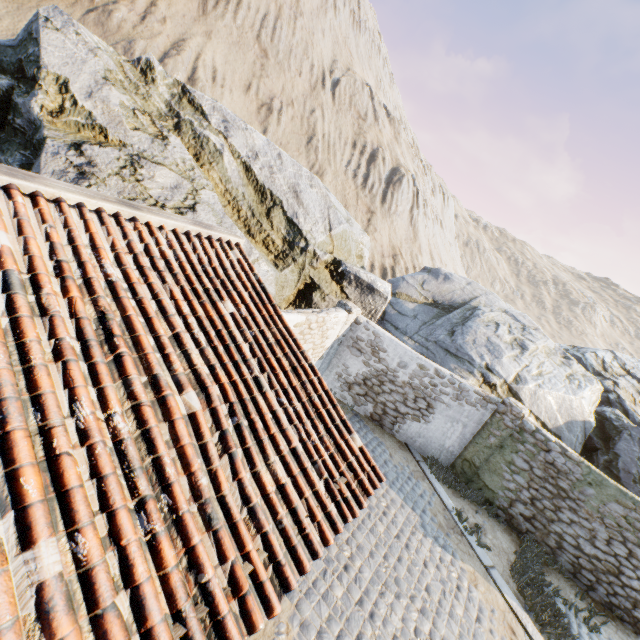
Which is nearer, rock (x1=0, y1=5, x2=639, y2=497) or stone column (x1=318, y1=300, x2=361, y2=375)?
rock (x1=0, y1=5, x2=639, y2=497)

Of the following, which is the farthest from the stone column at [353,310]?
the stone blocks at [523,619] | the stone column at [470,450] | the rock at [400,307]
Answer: the stone column at [470,450]

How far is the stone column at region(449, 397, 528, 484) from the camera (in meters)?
9.62

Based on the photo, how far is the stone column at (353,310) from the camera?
10.8 meters

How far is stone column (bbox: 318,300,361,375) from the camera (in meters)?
10.77

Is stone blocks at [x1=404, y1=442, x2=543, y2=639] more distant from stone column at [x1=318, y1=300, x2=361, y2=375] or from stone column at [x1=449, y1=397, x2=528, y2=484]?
stone column at [x1=318, y1=300, x2=361, y2=375]

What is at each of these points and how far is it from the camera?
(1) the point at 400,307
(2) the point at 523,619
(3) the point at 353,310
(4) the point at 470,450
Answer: (1) rock, 14.1 meters
(2) stone blocks, 7.0 meters
(3) stone column, 10.7 meters
(4) stone column, 10.3 meters

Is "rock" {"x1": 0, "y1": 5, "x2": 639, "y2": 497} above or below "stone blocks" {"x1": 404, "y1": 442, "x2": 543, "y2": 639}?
above
